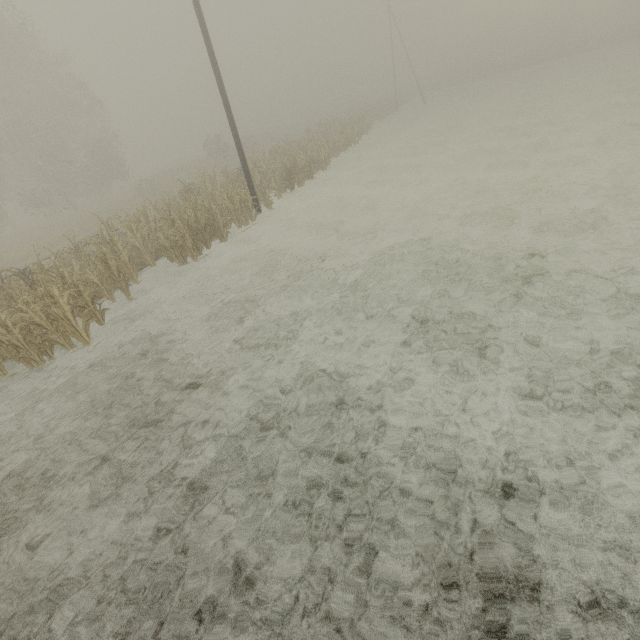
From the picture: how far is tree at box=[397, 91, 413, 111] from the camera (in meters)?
49.67

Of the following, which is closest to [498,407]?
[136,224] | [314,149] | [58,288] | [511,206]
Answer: [511,206]

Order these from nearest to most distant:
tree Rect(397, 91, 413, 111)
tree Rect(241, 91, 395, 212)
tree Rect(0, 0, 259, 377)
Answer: tree Rect(0, 0, 259, 377), tree Rect(241, 91, 395, 212), tree Rect(397, 91, 413, 111)

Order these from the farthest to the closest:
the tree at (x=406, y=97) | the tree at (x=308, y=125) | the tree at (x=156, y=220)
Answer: the tree at (x=406, y=97), the tree at (x=308, y=125), the tree at (x=156, y=220)

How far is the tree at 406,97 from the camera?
49.7 meters

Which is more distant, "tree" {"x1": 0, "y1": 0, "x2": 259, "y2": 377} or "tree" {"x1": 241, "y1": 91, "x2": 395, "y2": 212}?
"tree" {"x1": 241, "y1": 91, "x2": 395, "y2": 212}
